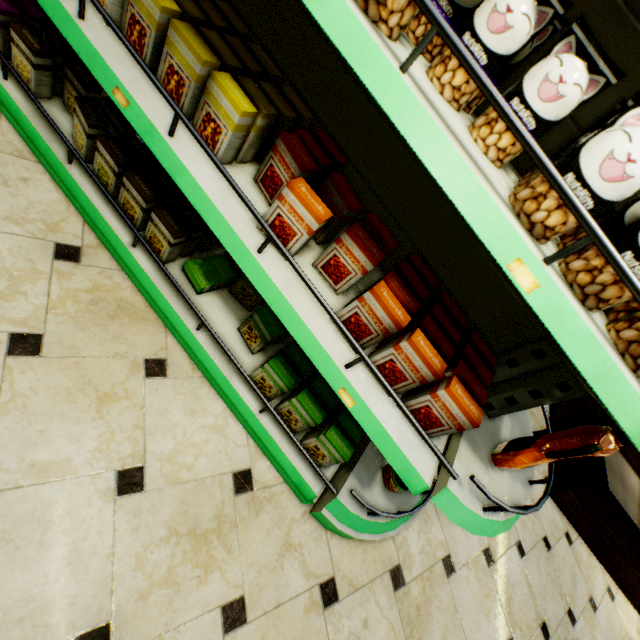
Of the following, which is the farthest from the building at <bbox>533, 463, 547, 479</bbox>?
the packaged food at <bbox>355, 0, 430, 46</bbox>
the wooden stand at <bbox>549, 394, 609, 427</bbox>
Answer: the packaged food at <bbox>355, 0, 430, 46</bbox>

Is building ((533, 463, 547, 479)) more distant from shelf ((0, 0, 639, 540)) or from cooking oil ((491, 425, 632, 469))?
cooking oil ((491, 425, 632, 469))

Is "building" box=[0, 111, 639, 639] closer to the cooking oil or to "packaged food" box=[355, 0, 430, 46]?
the cooking oil

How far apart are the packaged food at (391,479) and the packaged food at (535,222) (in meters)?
1.06

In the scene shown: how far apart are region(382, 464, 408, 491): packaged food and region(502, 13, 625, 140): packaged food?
1.06m

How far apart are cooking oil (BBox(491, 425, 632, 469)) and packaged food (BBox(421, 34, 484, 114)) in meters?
0.4 m

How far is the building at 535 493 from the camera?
2.7 meters

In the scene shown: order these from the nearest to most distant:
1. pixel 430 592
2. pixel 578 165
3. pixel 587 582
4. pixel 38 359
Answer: pixel 578 165 → pixel 38 359 → pixel 430 592 → pixel 587 582
